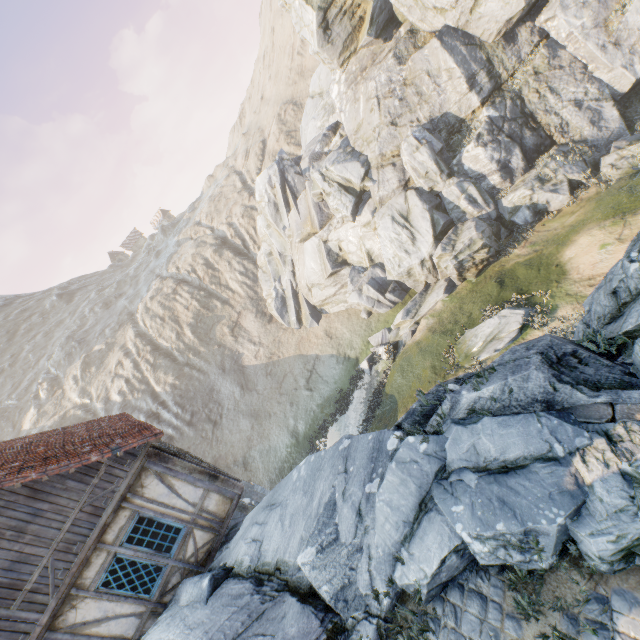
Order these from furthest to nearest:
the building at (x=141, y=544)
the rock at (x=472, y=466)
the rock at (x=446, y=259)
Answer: the rock at (x=446, y=259) → the building at (x=141, y=544) → the rock at (x=472, y=466)

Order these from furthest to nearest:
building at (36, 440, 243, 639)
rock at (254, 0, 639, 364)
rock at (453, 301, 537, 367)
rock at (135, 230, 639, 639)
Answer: rock at (254, 0, 639, 364)
rock at (453, 301, 537, 367)
building at (36, 440, 243, 639)
rock at (135, 230, 639, 639)

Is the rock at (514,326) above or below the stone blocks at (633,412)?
below

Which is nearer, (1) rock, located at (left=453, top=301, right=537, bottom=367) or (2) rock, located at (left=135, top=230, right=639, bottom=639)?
(2) rock, located at (left=135, top=230, right=639, bottom=639)

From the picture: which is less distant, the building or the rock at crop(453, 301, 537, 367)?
the building

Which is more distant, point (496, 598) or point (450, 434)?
point (450, 434)

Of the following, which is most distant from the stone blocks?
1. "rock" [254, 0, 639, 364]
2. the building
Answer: the building
